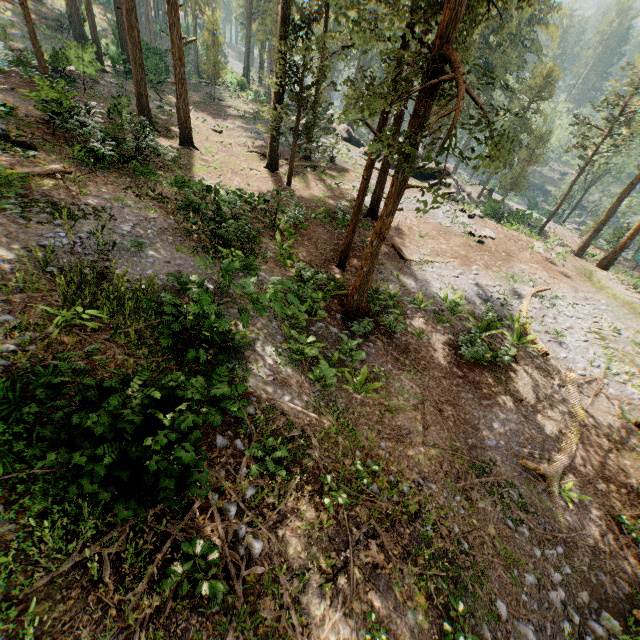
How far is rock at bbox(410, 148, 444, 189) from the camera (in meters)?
31.41

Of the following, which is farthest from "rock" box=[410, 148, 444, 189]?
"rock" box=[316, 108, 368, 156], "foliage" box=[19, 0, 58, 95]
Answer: "foliage" box=[19, 0, 58, 95]

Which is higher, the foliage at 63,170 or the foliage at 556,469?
the foliage at 63,170

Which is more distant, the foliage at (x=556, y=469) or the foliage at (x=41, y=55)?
the foliage at (x=41, y=55)

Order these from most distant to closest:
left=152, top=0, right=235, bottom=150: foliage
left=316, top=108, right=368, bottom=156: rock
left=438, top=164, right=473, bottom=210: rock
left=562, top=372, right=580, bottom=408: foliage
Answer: left=316, top=108, right=368, bottom=156: rock → left=438, top=164, right=473, bottom=210: rock → left=152, top=0, right=235, bottom=150: foliage → left=562, top=372, right=580, bottom=408: foliage

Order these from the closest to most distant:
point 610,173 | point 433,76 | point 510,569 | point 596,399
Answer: point 510,569
point 433,76
point 596,399
point 610,173
